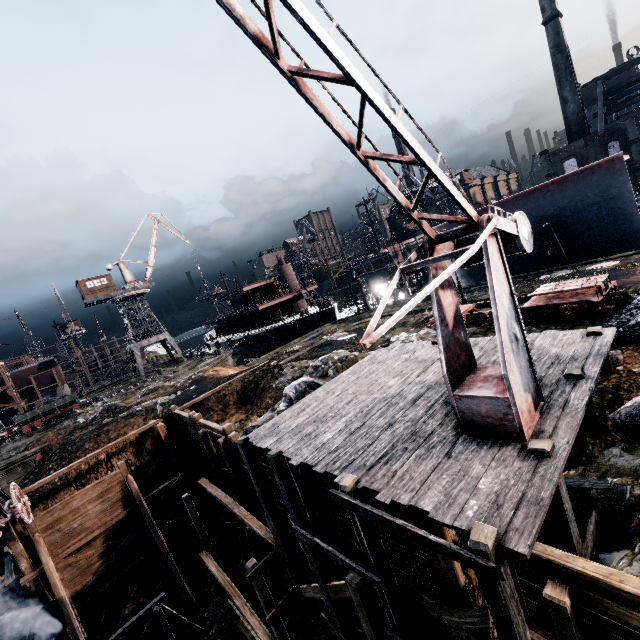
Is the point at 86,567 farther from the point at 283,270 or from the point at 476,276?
the point at 283,270

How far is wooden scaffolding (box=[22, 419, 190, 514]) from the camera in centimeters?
1902cm

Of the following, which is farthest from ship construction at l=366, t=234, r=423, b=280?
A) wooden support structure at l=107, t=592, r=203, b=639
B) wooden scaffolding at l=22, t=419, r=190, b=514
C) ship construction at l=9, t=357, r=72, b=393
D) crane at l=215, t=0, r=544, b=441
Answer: ship construction at l=9, t=357, r=72, b=393

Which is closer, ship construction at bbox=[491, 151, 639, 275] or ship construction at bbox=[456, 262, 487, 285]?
ship construction at bbox=[491, 151, 639, 275]

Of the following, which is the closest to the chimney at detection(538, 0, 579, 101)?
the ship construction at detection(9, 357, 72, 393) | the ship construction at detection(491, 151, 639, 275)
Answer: the ship construction at detection(491, 151, 639, 275)

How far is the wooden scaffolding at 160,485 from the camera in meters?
19.0

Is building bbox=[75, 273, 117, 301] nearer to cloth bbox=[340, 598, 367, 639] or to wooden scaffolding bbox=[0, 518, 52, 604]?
wooden scaffolding bbox=[0, 518, 52, 604]

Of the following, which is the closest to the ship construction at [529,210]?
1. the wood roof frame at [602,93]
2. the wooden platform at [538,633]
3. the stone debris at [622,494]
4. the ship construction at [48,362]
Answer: the stone debris at [622,494]
